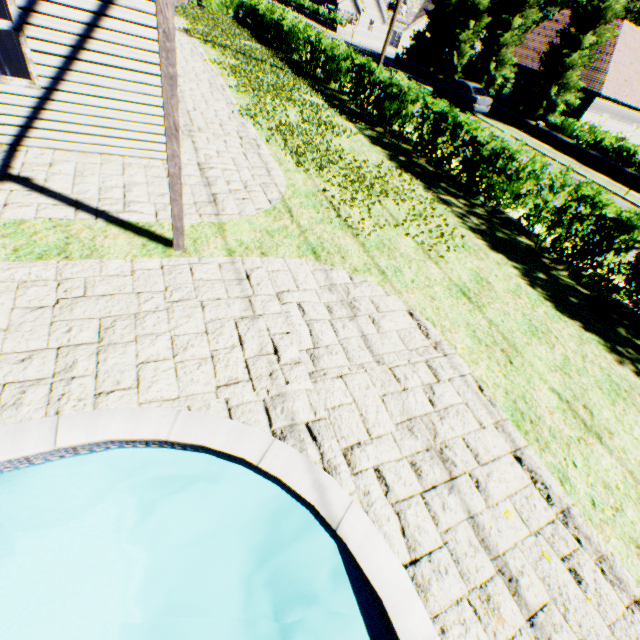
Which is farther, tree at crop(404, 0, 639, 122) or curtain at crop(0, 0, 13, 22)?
tree at crop(404, 0, 639, 122)

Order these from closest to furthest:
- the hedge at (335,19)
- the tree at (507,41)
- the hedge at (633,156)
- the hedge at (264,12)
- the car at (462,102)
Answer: the hedge at (264,12)
the hedge at (633,156)
the tree at (507,41)
the car at (462,102)
the hedge at (335,19)

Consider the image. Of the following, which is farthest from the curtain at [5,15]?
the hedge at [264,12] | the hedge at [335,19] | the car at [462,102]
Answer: the hedge at [335,19]

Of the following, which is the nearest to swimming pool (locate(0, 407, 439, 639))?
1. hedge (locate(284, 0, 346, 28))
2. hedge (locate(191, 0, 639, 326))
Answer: hedge (locate(191, 0, 639, 326))

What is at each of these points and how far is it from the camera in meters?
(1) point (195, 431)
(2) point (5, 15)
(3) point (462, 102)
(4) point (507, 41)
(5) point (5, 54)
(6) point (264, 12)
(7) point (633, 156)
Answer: (1) swimming pool, 3.2 m
(2) curtain, 5.0 m
(3) car, 23.2 m
(4) tree, 25.2 m
(5) curtain, 5.2 m
(6) hedge, 23.5 m
(7) hedge, 19.1 m

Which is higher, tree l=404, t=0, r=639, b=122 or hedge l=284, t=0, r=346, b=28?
tree l=404, t=0, r=639, b=122

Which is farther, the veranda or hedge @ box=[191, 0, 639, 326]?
hedge @ box=[191, 0, 639, 326]

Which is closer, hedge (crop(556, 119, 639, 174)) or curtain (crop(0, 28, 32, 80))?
curtain (crop(0, 28, 32, 80))
